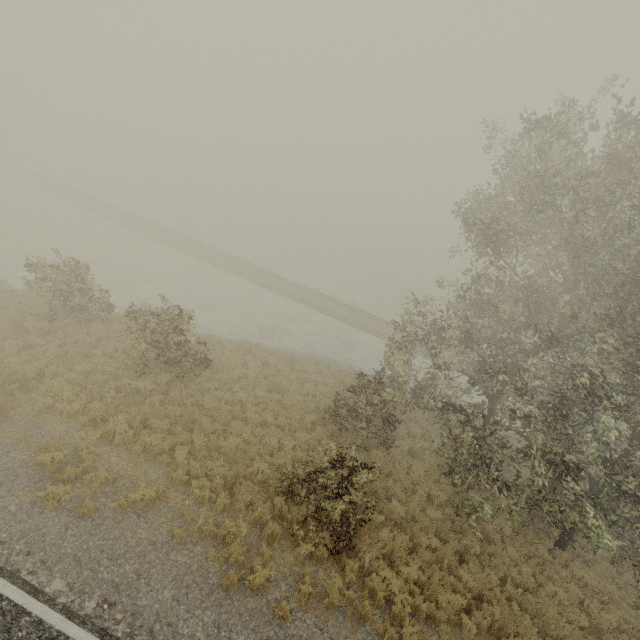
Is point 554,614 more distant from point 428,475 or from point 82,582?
point 82,582
